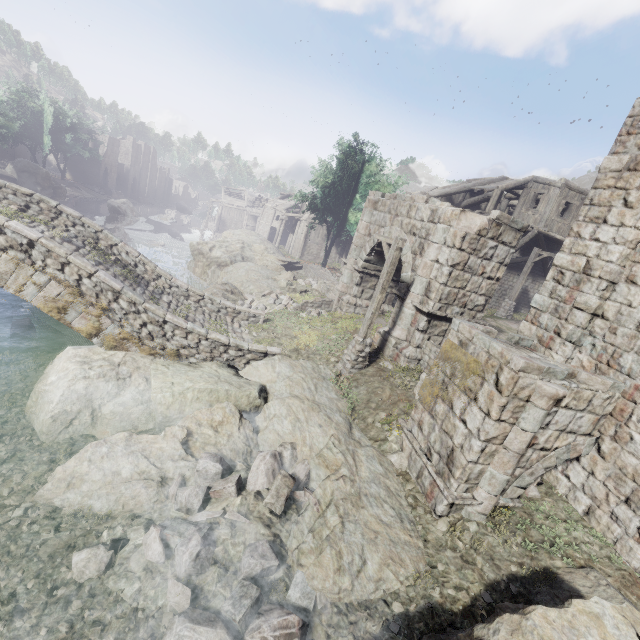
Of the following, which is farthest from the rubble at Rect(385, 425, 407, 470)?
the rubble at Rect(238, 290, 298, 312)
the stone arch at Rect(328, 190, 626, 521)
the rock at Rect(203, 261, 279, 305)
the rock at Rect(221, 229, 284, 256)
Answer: the rock at Rect(221, 229, 284, 256)

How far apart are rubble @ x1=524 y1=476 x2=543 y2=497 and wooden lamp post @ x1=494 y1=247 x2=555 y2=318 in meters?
16.0 m

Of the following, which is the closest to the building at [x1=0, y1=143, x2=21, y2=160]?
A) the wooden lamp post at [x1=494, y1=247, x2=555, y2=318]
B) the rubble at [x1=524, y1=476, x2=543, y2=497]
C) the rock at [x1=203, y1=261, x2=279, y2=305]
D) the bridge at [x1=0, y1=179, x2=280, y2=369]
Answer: the wooden lamp post at [x1=494, y1=247, x2=555, y2=318]

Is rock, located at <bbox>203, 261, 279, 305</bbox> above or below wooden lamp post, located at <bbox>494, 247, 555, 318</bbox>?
below

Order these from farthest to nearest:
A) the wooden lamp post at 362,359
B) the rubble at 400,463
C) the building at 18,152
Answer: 1. the building at 18,152
2. the wooden lamp post at 362,359
3. the rubble at 400,463

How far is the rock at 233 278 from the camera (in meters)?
17.69

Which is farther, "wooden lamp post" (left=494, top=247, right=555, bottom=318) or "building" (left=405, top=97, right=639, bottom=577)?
"wooden lamp post" (left=494, top=247, right=555, bottom=318)

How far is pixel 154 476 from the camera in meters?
6.7 m
